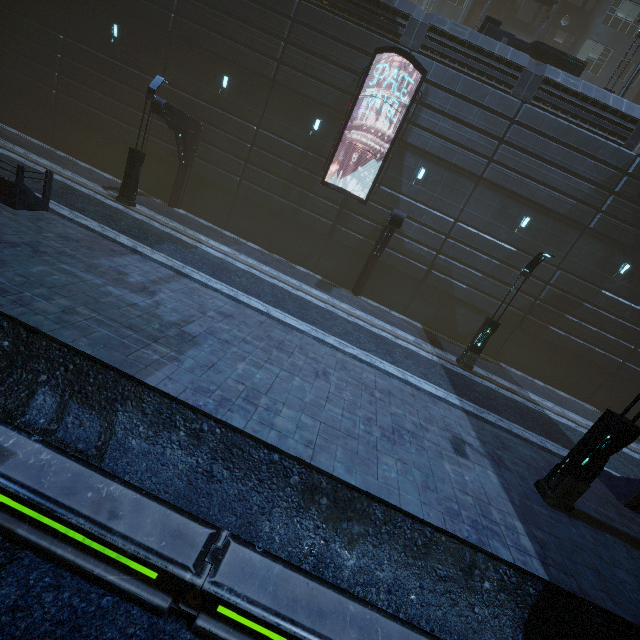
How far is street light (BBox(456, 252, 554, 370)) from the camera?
12.8 meters

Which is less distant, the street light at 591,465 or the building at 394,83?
the street light at 591,465

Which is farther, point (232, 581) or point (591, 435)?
point (591, 435)

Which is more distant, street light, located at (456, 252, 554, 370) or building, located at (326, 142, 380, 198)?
building, located at (326, 142, 380, 198)

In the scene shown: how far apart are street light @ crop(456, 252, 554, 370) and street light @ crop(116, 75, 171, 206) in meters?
16.8

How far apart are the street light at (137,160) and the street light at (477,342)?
16.8 meters

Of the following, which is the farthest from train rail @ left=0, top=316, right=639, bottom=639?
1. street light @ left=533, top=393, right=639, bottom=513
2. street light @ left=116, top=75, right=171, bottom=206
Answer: street light @ left=116, top=75, right=171, bottom=206

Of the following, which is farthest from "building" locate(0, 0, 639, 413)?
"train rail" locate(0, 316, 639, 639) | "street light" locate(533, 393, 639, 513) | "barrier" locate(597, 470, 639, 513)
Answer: "street light" locate(533, 393, 639, 513)
